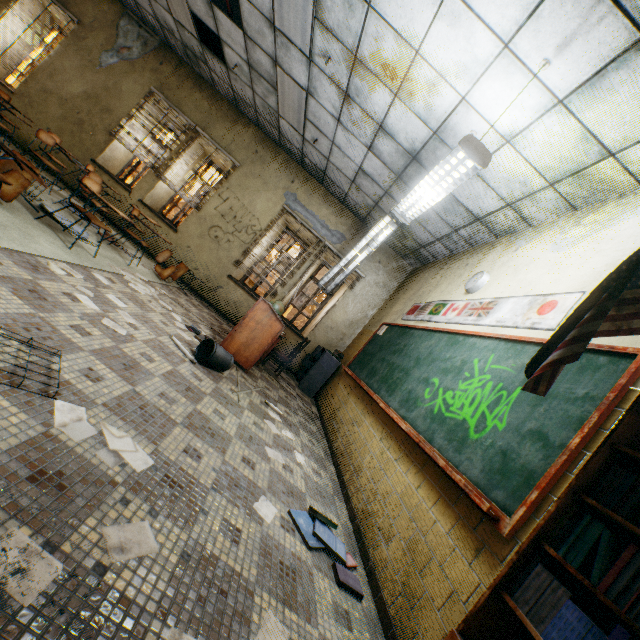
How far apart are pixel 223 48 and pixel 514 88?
5.4m

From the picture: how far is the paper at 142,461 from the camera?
1.5 meters

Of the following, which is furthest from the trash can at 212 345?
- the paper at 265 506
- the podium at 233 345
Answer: the paper at 265 506

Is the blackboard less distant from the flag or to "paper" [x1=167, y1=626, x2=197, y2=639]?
the flag

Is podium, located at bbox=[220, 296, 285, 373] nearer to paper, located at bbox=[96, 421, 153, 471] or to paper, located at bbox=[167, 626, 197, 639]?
paper, located at bbox=[96, 421, 153, 471]

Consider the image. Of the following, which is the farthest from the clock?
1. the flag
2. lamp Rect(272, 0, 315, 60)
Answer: lamp Rect(272, 0, 315, 60)

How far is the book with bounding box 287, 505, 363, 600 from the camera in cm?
203

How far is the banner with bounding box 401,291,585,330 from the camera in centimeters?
264cm
